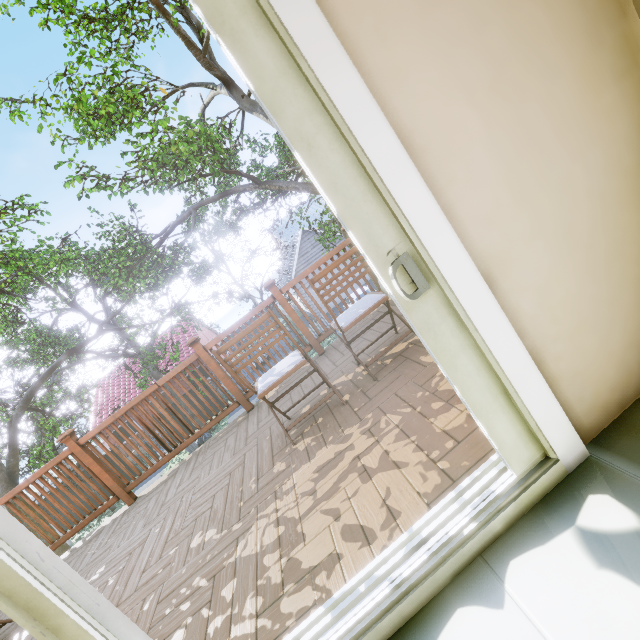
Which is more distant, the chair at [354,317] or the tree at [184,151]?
the tree at [184,151]

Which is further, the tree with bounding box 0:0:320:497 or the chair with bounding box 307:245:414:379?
the tree with bounding box 0:0:320:497

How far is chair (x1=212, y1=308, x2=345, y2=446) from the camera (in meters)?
2.18

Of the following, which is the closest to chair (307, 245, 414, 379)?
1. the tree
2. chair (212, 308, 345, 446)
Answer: chair (212, 308, 345, 446)

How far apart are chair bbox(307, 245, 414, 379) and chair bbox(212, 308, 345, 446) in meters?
0.3

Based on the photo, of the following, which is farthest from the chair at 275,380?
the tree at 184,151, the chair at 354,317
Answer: the tree at 184,151

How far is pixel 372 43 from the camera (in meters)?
0.85
